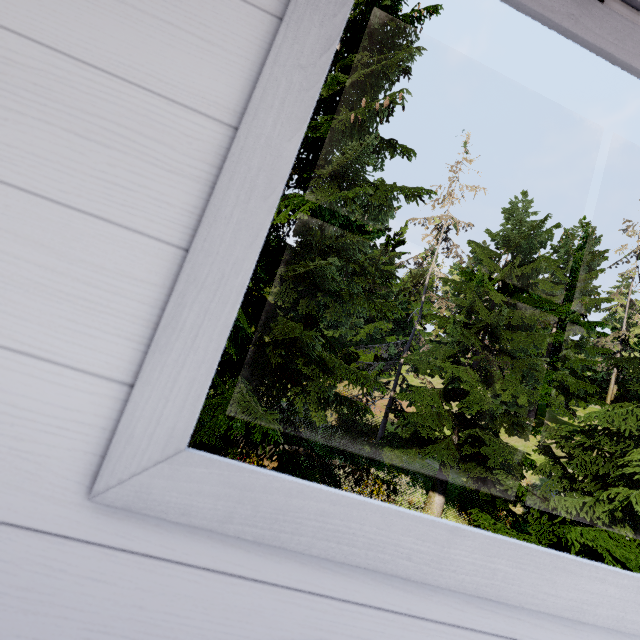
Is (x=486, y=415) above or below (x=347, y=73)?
below
